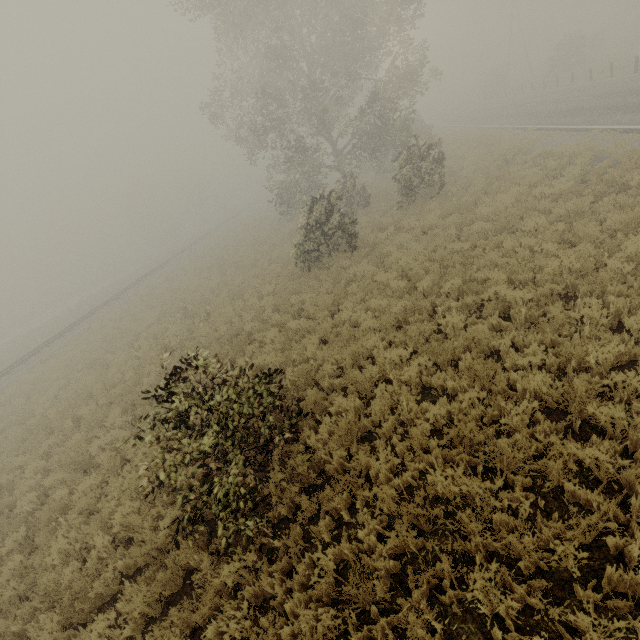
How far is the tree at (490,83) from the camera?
48.2m

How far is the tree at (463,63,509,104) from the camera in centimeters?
4819cm

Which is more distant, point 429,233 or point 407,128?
point 407,128

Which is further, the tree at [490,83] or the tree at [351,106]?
the tree at [490,83]

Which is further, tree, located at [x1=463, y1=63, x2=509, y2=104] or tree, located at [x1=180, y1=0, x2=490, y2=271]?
tree, located at [x1=463, y1=63, x2=509, y2=104]
